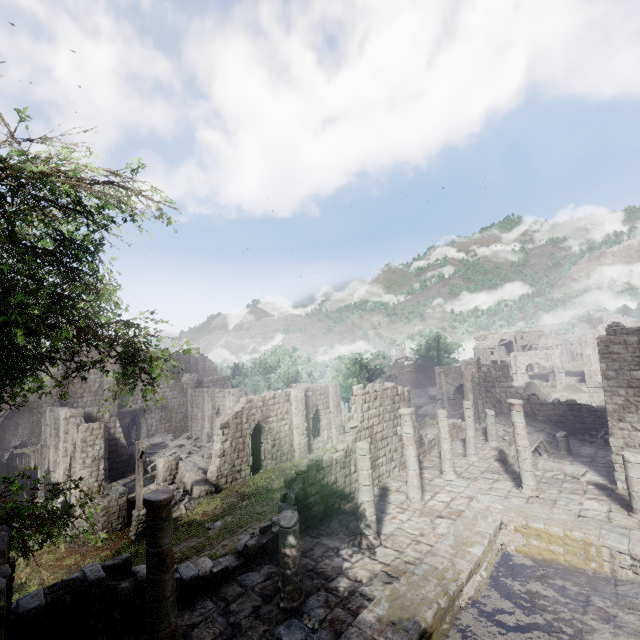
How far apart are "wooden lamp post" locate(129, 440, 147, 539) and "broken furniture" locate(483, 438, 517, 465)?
19.0 meters

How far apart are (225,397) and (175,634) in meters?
29.5 m

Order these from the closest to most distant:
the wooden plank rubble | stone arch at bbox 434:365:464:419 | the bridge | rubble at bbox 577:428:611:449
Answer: rubble at bbox 577:428:611:449 → the wooden plank rubble → stone arch at bbox 434:365:464:419 → the bridge

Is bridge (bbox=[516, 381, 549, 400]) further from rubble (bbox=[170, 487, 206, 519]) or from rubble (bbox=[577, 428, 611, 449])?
rubble (bbox=[170, 487, 206, 519])

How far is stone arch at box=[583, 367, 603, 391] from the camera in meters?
50.0 m

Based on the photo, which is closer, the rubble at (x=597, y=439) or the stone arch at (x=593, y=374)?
the rubble at (x=597, y=439)

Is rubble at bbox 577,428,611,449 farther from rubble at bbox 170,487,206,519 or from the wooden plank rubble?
rubble at bbox 170,487,206,519

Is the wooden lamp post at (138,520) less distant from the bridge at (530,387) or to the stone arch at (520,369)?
→ the stone arch at (520,369)
